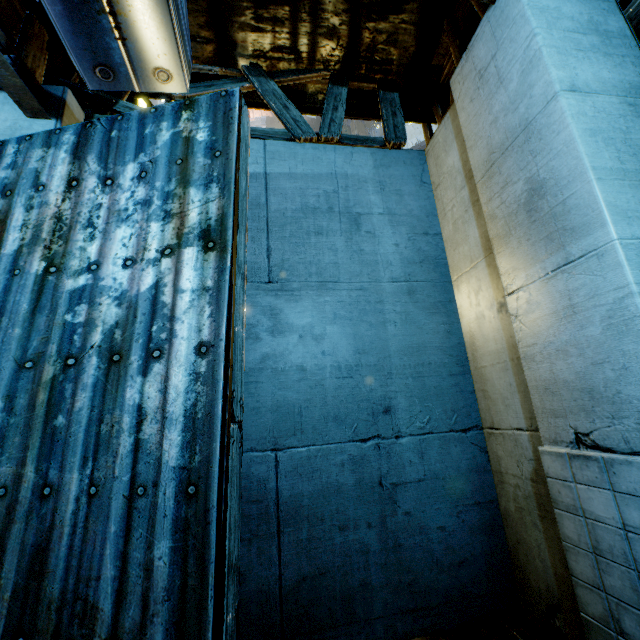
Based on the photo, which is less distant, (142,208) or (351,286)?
(142,208)

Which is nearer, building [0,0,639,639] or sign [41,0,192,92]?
sign [41,0,192,92]

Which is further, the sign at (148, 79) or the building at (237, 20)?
the building at (237, 20)
